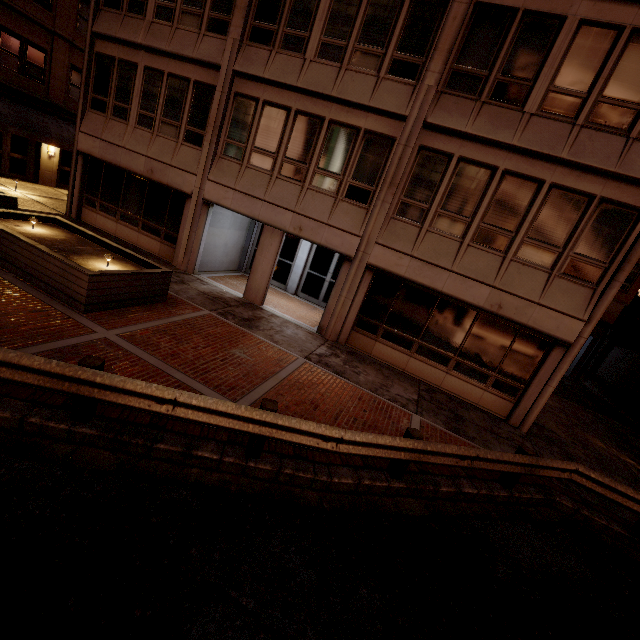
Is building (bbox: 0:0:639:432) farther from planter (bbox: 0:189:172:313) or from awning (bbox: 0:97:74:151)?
awning (bbox: 0:97:74:151)

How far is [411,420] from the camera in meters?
8.3 m

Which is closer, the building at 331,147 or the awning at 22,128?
the building at 331,147

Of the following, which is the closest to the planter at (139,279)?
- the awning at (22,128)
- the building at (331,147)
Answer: the building at (331,147)

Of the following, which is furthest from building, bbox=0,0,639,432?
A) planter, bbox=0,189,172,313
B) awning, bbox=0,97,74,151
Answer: awning, bbox=0,97,74,151
